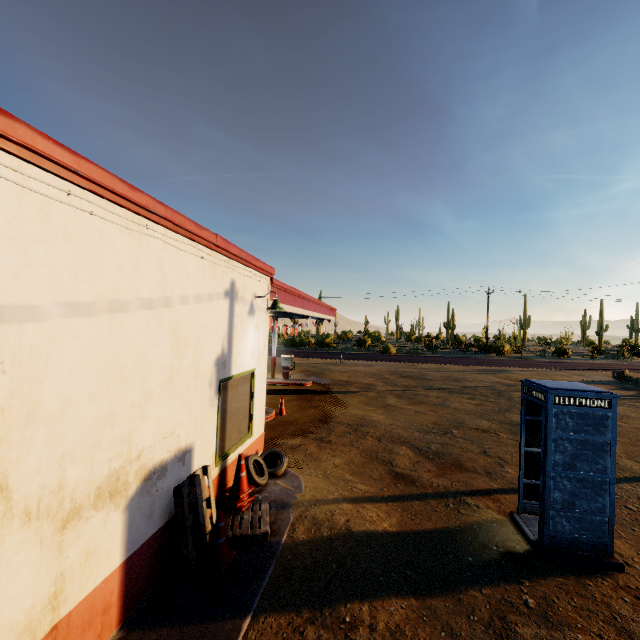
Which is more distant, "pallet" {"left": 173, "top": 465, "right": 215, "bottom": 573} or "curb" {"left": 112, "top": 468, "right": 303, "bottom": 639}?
"pallet" {"left": 173, "top": 465, "right": 215, "bottom": 573}

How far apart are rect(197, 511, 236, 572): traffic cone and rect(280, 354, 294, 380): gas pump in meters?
14.2

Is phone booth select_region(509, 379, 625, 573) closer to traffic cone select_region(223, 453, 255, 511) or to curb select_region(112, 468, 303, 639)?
curb select_region(112, 468, 303, 639)

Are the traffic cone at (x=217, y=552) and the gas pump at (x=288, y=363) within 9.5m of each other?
no

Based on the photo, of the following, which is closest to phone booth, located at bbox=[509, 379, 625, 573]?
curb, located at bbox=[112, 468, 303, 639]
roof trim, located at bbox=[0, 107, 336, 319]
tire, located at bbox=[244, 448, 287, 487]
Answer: curb, located at bbox=[112, 468, 303, 639]

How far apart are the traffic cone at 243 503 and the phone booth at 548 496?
4.9m

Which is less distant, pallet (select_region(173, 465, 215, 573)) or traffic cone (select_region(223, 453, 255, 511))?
pallet (select_region(173, 465, 215, 573))

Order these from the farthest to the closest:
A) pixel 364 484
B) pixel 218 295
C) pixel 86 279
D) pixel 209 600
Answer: pixel 364 484, pixel 218 295, pixel 209 600, pixel 86 279
